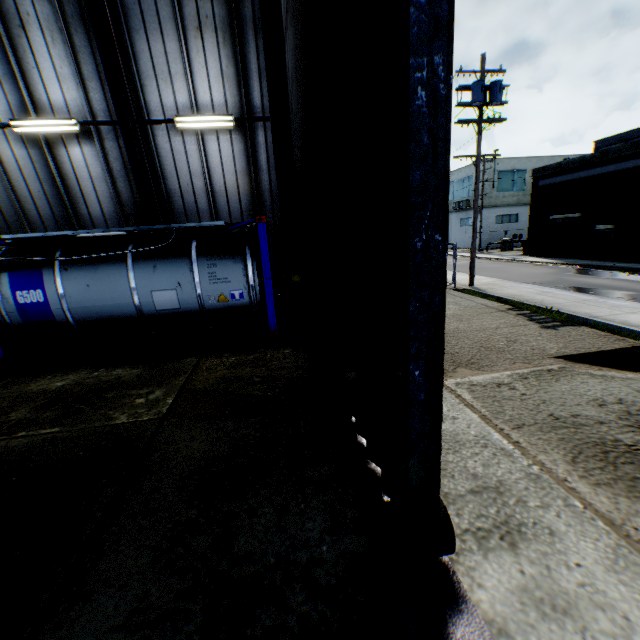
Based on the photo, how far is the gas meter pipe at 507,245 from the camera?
35.2m

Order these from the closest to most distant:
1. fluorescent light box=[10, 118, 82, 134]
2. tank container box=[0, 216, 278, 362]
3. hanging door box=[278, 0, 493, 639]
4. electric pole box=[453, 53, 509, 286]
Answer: hanging door box=[278, 0, 493, 639], tank container box=[0, 216, 278, 362], fluorescent light box=[10, 118, 82, 134], electric pole box=[453, 53, 509, 286]

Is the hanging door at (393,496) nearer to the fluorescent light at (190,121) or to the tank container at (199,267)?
the tank container at (199,267)

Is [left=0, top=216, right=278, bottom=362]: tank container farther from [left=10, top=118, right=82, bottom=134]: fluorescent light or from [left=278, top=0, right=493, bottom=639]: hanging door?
[left=10, top=118, right=82, bottom=134]: fluorescent light

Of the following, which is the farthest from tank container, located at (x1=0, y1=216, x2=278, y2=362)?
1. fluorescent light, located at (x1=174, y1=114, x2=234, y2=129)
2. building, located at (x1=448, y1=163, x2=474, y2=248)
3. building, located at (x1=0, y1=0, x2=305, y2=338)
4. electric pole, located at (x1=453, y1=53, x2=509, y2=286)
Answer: building, located at (x1=448, y1=163, x2=474, y2=248)

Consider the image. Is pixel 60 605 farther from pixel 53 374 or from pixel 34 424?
pixel 53 374

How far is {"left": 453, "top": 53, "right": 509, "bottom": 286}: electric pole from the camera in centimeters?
1349cm

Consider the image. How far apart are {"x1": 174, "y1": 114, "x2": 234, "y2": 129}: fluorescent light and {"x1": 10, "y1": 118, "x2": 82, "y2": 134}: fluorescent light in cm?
257
